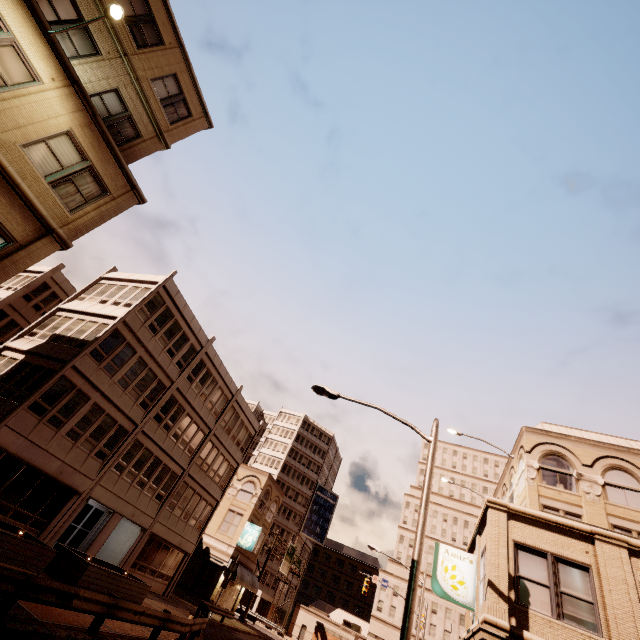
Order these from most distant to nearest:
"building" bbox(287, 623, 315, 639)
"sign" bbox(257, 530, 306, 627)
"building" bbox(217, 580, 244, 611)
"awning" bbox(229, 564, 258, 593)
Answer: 1. "building" bbox(287, 623, 315, 639)
2. "sign" bbox(257, 530, 306, 627)
3. "building" bbox(217, 580, 244, 611)
4. "awning" bbox(229, 564, 258, 593)

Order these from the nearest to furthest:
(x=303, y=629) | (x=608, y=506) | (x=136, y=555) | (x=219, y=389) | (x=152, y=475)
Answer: (x=608, y=506)
(x=136, y=555)
(x=152, y=475)
(x=219, y=389)
(x=303, y=629)

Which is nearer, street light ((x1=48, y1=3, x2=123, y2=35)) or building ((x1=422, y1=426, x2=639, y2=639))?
street light ((x1=48, y1=3, x2=123, y2=35))

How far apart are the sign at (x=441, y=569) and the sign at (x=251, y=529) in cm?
2727

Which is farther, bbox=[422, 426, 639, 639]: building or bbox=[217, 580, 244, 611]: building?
bbox=[217, 580, 244, 611]: building

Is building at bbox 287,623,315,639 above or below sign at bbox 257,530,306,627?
below

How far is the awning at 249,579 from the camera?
32.5 meters

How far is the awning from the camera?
32.5 meters
